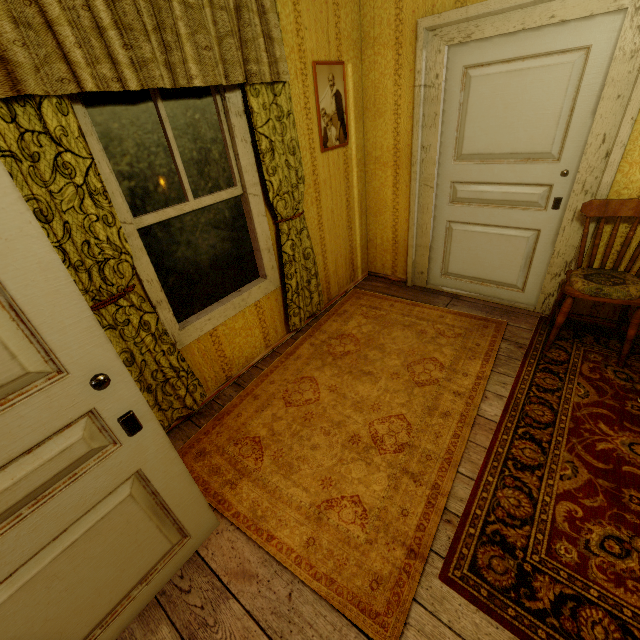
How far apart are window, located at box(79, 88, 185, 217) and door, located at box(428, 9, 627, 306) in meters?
1.9

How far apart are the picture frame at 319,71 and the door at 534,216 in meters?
0.8

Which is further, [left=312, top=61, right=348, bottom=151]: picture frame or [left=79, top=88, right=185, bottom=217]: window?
[left=312, top=61, right=348, bottom=151]: picture frame

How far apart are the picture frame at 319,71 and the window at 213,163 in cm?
94

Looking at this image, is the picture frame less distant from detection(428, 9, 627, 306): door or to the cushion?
detection(428, 9, 627, 306): door

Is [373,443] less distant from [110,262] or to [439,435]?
[439,435]

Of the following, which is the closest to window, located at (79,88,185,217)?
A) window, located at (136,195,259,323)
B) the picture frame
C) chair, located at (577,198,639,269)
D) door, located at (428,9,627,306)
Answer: window, located at (136,195,259,323)

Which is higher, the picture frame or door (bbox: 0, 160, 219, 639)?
the picture frame
